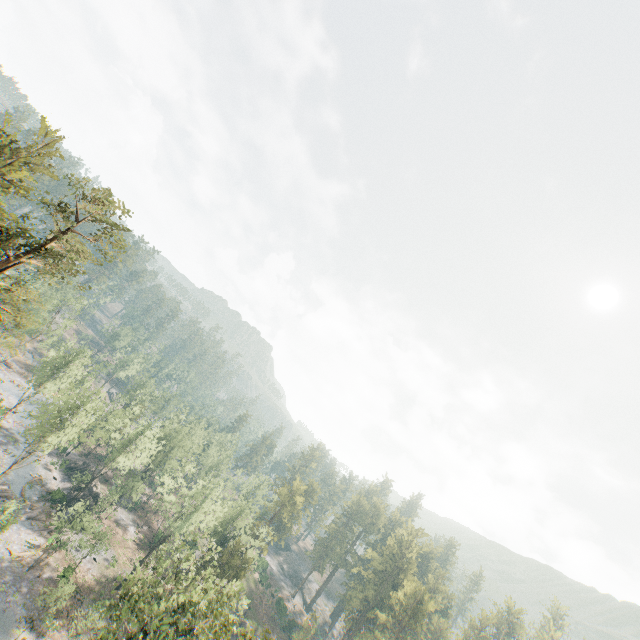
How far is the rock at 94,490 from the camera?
54.3 meters

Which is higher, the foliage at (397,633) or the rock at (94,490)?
the foliage at (397,633)

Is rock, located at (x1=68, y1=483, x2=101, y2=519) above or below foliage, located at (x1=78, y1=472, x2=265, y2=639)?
below

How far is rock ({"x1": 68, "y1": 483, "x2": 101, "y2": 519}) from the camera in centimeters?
5435cm

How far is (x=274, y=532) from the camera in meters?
55.4 m

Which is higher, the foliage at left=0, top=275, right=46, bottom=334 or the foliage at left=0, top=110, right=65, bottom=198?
the foliage at left=0, top=110, right=65, bottom=198

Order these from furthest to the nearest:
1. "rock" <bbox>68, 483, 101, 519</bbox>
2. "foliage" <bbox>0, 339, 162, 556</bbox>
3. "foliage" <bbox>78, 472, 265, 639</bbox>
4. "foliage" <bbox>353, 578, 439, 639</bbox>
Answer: "rock" <bbox>68, 483, 101, 519</bbox>, "foliage" <bbox>353, 578, 439, 639</bbox>, "foliage" <bbox>0, 339, 162, 556</bbox>, "foliage" <bbox>78, 472, 265, 639</bbox>

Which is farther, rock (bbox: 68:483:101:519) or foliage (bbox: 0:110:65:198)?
rock (bbox: 68:483:101:519)
